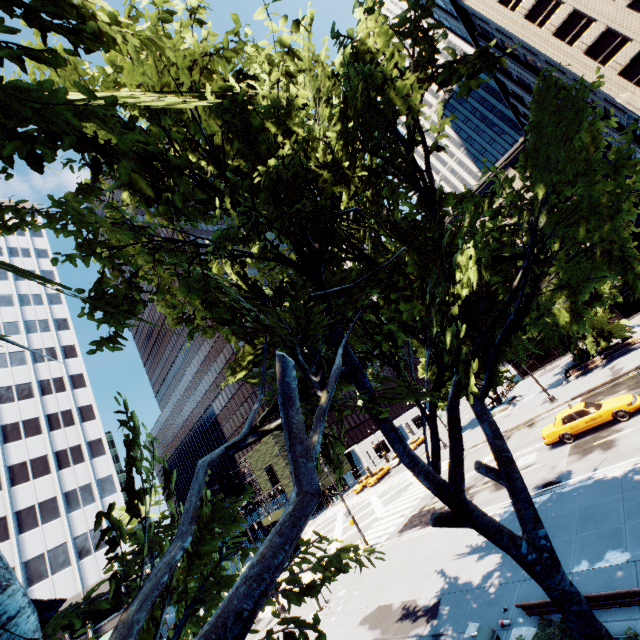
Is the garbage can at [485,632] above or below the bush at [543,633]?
above

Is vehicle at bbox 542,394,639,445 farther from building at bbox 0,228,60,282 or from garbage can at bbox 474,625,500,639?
building at bbox 0,228,60,282

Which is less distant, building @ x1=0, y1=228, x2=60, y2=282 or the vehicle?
the vehicle

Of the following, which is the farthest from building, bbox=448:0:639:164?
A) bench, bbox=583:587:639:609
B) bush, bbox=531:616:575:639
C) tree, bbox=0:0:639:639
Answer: bush, bbox=531:616:575:639

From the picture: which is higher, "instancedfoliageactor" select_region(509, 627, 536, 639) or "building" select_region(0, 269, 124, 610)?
"building" select_region(0, 269, 124, 610)

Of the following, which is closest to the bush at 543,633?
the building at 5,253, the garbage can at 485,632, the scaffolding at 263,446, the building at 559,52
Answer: the garbage can at 485,632

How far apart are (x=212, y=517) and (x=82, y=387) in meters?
54.6

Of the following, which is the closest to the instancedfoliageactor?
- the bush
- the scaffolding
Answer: the bush
